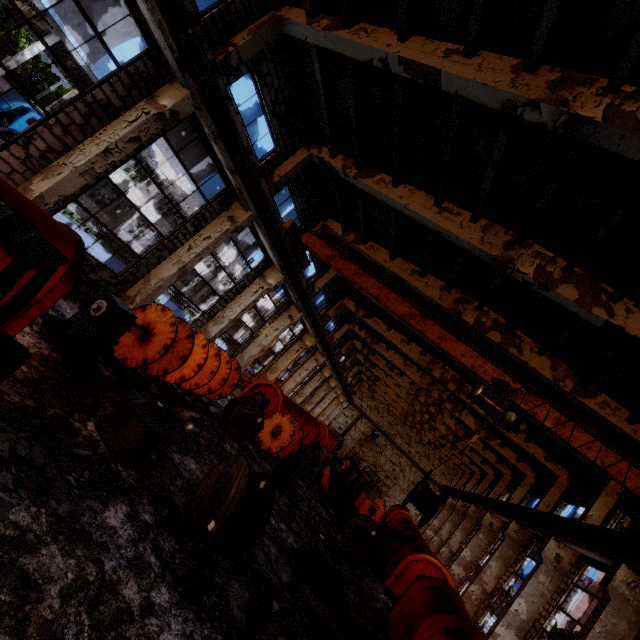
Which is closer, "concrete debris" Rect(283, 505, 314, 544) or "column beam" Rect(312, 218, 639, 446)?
"concrete debris" Rect(283, 505, 314, 544)

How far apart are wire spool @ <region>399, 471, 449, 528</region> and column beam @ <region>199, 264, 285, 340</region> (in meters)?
10.48

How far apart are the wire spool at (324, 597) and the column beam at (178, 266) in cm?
920

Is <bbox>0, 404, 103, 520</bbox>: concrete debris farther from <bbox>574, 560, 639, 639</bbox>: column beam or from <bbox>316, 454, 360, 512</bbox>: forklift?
<bbox>316, 454, 360, 512</bbox>: forklift

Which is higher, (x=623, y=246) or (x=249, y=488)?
(x=623, y=246)

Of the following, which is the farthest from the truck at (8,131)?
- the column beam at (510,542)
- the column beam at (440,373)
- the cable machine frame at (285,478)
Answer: the column beam at (510,542)

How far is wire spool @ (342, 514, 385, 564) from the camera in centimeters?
1237cm

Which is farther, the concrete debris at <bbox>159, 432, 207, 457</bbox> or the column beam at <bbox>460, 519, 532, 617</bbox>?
the column beam at <bbox>460, 519, 532, 617</bbox>
